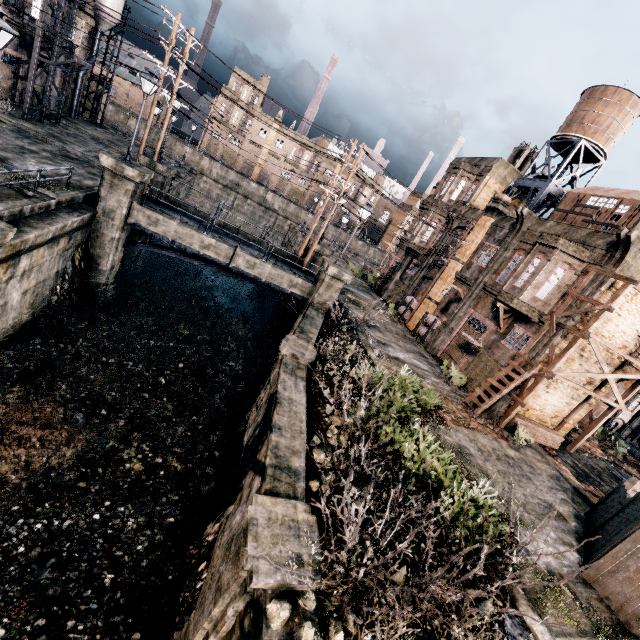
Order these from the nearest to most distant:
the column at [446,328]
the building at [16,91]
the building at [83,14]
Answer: the column at [446,328] → the building at [16,91] → the building at [83,14]

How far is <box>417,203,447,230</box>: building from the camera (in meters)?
31.38

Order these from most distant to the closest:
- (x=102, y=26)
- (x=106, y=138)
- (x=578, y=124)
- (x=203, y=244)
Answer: (x=106, y=138), (x=102, y=26), (x=578, y=124), (x=203, y=244)

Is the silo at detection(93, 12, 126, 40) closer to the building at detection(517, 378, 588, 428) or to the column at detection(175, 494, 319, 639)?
the building at detection(517, 378, 588, 428)

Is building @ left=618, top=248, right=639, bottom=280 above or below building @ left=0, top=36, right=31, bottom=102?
above

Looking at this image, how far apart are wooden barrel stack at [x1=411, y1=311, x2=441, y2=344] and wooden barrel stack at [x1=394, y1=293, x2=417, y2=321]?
2.4 meters

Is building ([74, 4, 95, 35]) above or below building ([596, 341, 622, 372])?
above

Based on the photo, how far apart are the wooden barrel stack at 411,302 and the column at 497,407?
11.1 meters
